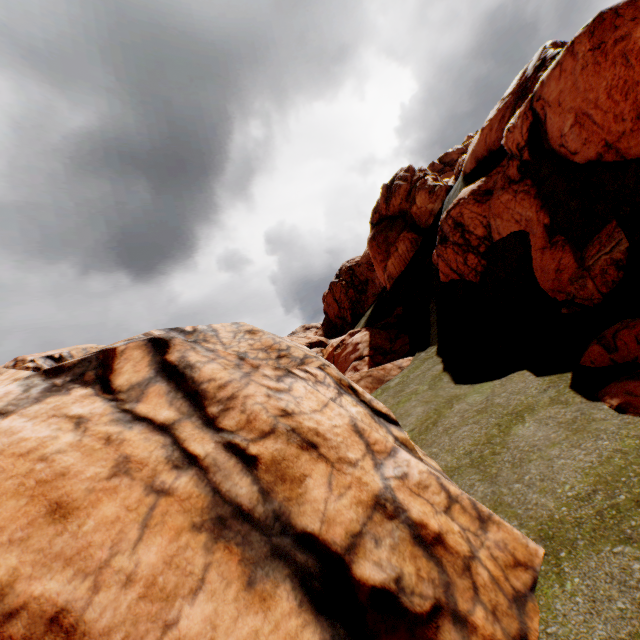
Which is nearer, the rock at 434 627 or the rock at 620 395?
the rock at 434 627

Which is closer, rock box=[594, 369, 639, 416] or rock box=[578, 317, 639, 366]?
rock box=[594, 369, 639, 416]

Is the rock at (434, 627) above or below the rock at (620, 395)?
above

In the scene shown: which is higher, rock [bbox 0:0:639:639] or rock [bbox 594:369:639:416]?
rock [bbox 0:0:639:639]

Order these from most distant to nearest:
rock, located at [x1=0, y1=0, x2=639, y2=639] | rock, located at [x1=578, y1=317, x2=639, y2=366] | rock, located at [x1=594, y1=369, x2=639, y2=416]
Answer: rock, located at [x1=578, y1=317, x2=639, y2=366]
rock, located at [x1=594, y1=369, x2=639, y2=416]
rock, located at [x1=0, y1=0, x2=639, y2=639]

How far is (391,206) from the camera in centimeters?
3356cm
